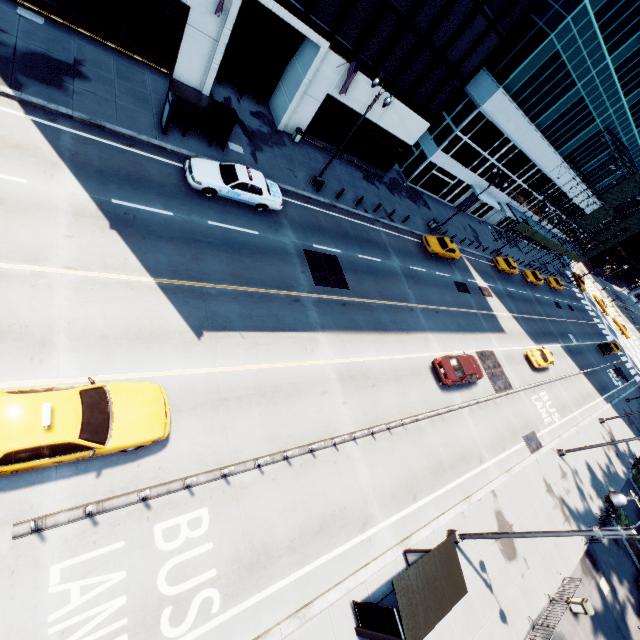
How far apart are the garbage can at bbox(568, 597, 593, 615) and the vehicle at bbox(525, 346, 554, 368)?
17.7m

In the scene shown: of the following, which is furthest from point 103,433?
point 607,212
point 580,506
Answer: point 607,212

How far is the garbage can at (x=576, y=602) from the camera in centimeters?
1653cm

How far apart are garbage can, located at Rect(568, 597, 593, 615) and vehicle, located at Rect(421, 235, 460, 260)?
24.4 meters

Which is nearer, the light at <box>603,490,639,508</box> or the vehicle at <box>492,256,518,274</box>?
the light at <box>603,490,639,508</box>

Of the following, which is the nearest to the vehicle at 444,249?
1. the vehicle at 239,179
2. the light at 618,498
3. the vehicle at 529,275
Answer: the vehicle at 239,179

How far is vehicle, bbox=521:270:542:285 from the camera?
44.3 meters

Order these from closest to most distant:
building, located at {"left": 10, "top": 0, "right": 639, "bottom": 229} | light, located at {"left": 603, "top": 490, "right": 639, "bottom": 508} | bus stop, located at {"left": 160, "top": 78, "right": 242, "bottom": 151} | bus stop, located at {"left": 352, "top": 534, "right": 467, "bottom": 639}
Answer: bus stop, located at {"left": 352, "top": 534, "right": 467, "bottom": 639}
light, located at {"left": 603, "top": 490, "right": 639, "bottom": 508}
bus stop, located at {"left": 160, "top": 78, "right": 242, "bottom": 151}
building, located at {"left": 10, "top": 0, "right": 639, "bottom": 229}
